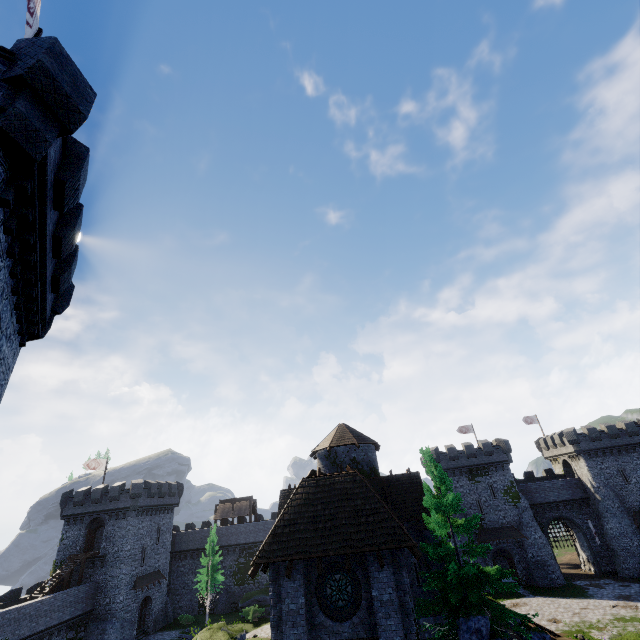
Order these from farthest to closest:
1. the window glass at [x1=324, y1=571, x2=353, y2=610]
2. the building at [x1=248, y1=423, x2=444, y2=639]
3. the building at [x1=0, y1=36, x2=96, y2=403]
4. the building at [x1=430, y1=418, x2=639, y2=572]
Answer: the building at [x1=430, y1=418, x2=639, y2=572] < the window glass at [x1=324, y1=571, x2=353, y2=610] < the building at [x1=248, y1=423, x2=444, y2=639] < the building at [x1=0, y1=36, x2=96, y2=403]

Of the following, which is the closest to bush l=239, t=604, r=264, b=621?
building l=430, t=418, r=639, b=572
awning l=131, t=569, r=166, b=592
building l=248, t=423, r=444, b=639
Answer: awning l=131, t=569, r=166, b=592

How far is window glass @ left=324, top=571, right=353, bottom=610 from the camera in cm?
1359

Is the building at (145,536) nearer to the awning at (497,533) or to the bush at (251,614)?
the bush at (251,614)

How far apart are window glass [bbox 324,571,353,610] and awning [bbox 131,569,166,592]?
39.44m

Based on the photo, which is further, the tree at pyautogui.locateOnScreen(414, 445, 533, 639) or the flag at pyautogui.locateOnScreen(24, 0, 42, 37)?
the tree at pyautogui.locateOnScreen(414, 445, 533, 639)

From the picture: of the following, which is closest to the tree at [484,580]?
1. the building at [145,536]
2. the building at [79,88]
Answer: the building at [79,88]

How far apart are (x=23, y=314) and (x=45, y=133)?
7.2m
